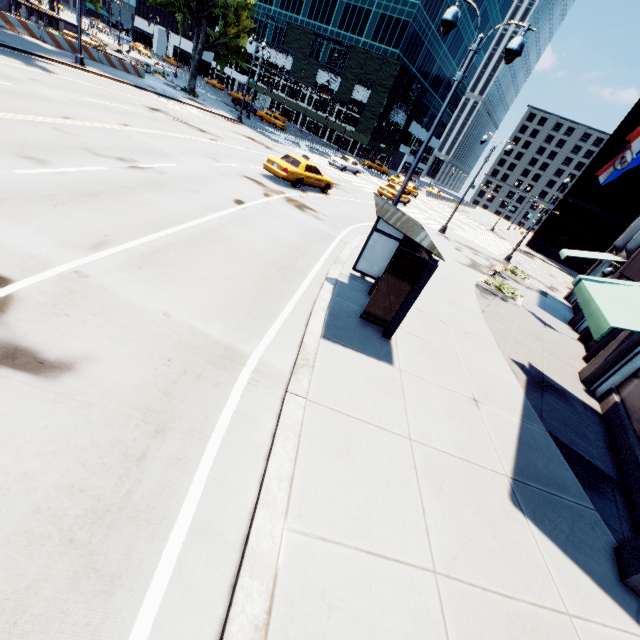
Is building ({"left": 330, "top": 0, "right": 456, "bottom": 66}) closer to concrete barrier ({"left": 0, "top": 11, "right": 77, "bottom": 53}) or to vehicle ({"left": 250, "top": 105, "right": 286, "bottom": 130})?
vehicle ({"left": 250, "top": 105, "right": 286, "bottom": 130})

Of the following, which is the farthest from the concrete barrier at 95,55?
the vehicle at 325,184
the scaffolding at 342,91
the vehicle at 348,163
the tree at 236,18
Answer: the scaffolding at 342,91

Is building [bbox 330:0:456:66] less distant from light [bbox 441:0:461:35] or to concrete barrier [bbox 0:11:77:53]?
concrete barrier [bbox 0:11:77:53]

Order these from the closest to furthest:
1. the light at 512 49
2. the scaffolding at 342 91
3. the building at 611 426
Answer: the building at 611 426 → the light at 512 49 → the scaffolding at 342 91

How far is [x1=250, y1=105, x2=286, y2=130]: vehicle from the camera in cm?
4669

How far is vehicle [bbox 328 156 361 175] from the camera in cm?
3431

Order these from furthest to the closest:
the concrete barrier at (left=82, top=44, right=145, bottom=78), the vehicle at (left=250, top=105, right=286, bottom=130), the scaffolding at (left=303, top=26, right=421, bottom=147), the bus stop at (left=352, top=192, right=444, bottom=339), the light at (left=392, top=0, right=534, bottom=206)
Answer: the scaffolding at (left=303, top=26, right=421, bottom=147)
the vehicle at (left=250, top=105, right=286, bottom=130)
the concrete barrier at (left=82, top=44, right=145, bottom=78)
the light at (left=392, top=0, right=534, bottom=206)
the bus stop at (left=352, top=192, right=444, bottom=339)

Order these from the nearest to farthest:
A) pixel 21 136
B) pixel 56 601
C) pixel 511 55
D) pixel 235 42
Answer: pixel 56 601, pixel 511 55, pixel 21 136, pixel 235 42
